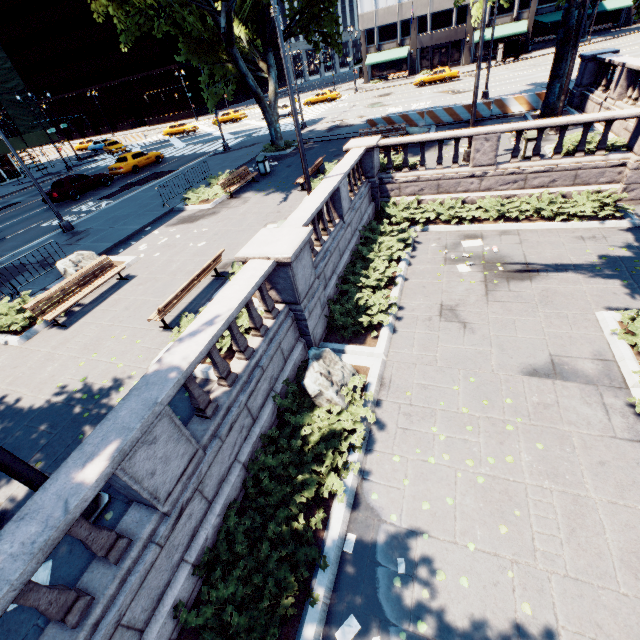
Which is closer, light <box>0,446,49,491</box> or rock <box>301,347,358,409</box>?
light <box>0,446,49,491</box>

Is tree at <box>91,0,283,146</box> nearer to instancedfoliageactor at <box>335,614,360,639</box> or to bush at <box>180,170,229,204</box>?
bush at <box>180,170,229,204</box>

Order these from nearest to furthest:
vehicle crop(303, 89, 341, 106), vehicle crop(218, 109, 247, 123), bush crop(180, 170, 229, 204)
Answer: bush crop(180, 170, 229, 204) < vehicle crop(303, 89, 341, 106) < vehicle crop(218, 109, 247, 123)

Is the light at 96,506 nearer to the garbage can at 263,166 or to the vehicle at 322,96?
the garbage can at 263,166

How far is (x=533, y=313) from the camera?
8.7m

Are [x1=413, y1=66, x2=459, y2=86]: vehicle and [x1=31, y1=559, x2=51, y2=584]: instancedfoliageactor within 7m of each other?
no

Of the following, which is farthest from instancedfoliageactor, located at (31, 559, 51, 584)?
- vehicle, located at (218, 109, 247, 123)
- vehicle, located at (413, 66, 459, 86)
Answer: vehicle, located at (218, 109, 247, 123)

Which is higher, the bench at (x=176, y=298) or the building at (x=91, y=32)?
the building at (x=91, y=32)
